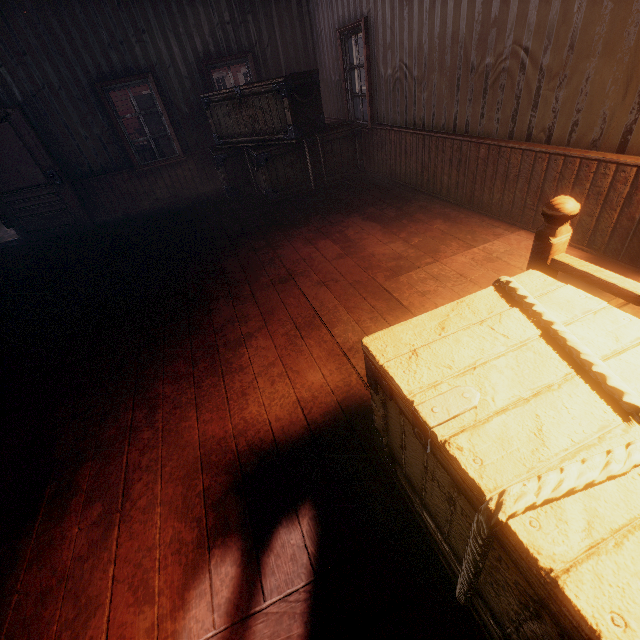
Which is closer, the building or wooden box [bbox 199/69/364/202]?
the building

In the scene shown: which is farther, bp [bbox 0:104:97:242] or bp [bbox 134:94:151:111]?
bp [bbox 134:94:151:111]

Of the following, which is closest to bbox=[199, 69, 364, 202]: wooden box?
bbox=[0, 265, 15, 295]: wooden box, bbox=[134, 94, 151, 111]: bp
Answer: bbox=[0, 265, 15, 295]: wooden box

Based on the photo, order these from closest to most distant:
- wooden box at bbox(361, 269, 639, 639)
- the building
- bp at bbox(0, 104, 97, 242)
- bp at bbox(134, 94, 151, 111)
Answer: wooden box at bbox(361, 269, 639, 639) → the building → bp at bbox(0, 104, 97, 242) → bp at bbox(134, 94, 151, 111)

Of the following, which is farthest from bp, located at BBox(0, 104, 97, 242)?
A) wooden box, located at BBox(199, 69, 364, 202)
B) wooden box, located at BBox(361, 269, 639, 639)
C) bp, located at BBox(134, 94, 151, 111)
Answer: bp, located at BBox(134, 94, 151, 111)

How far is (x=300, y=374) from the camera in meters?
2.5

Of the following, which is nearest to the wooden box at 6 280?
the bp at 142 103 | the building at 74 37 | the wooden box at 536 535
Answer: the building at 74 37

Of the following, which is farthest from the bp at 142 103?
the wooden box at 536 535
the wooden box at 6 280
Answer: the wooden box at 536 535
